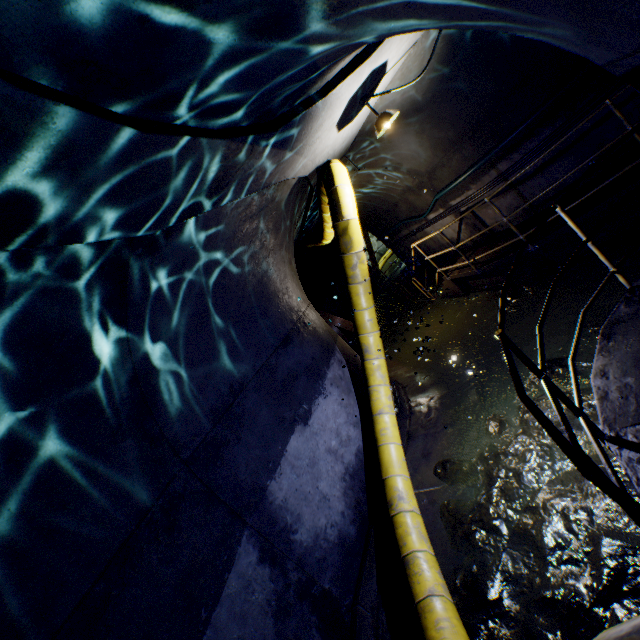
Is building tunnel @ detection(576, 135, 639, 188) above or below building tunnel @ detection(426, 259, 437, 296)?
above

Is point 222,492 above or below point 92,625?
below

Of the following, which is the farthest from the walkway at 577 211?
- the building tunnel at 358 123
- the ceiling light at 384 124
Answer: the ceiling light at 384 124

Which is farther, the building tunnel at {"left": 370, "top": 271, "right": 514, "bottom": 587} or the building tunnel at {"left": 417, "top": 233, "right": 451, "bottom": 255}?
the building tunnel at {"left": 417, "top": 233, "right": 451, "bottom": 255}

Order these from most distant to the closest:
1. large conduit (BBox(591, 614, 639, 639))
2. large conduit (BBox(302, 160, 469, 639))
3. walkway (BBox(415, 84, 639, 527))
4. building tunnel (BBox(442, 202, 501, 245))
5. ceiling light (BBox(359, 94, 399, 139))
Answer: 1. building tunnel (BBox(442, 202, 501, 245))
2. ceiling light (BBox(359, 94, 399, 139))
3. large conduit (BBox(302, 160, 469, 639))
4. walkway (BBox(415, 84, 639, 527))
5. large conduit (BBox(591, 614, 639, 639))

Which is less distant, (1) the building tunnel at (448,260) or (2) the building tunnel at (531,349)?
(2) the building tunnel at (531,349)

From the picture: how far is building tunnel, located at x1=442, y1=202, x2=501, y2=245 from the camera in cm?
752
